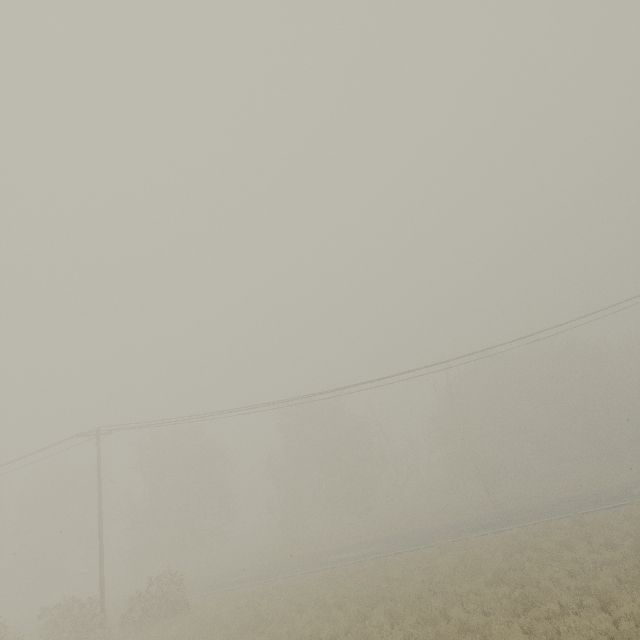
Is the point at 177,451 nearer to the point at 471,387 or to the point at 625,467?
the point at 471,387
